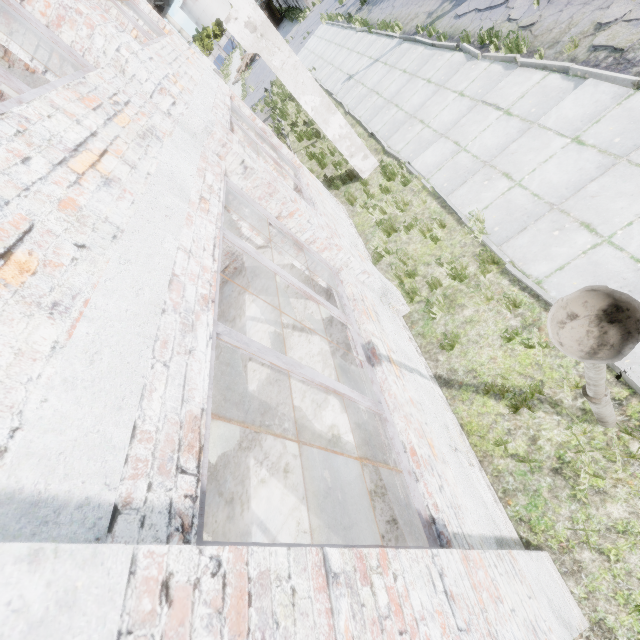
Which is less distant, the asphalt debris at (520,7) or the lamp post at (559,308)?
the lamp post at (559,308)

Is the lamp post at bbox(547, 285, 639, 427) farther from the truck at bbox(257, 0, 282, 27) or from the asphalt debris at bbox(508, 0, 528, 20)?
the truck at bbox(257, 0, 282, 27)

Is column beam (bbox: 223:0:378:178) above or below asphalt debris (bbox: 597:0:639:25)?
above

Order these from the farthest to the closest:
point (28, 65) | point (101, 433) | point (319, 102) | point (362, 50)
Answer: point (362, 50) → point (319, 102) → point (28, 65) → point (101, 433)

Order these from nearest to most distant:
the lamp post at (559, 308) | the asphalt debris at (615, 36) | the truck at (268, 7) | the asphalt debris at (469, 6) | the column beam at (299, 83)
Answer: the lamp post at (559, 308) → the asphalt debris at (615, 36) → the column beam at (299, 83) → the asphalt debris at (469, 6) → the truck at (268, 7)

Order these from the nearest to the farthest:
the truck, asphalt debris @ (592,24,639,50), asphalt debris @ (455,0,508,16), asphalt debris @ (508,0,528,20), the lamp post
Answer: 1. the lamp post
2. asphalt debris @ (592,24,639,50)
3. asphalt debris @ (508,0,528,20)
4. asphalt debris @ (455,0,508,16)
5. the truck

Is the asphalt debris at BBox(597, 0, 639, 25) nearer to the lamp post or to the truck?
the lamp post
